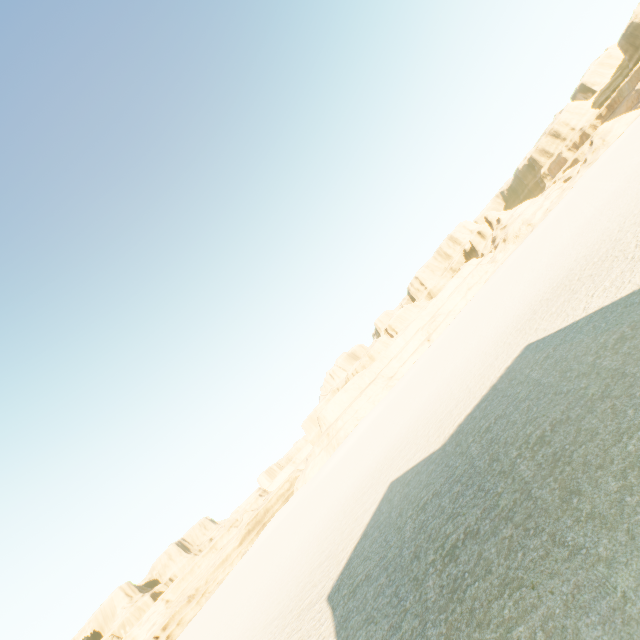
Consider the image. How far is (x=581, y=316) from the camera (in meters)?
12.73
